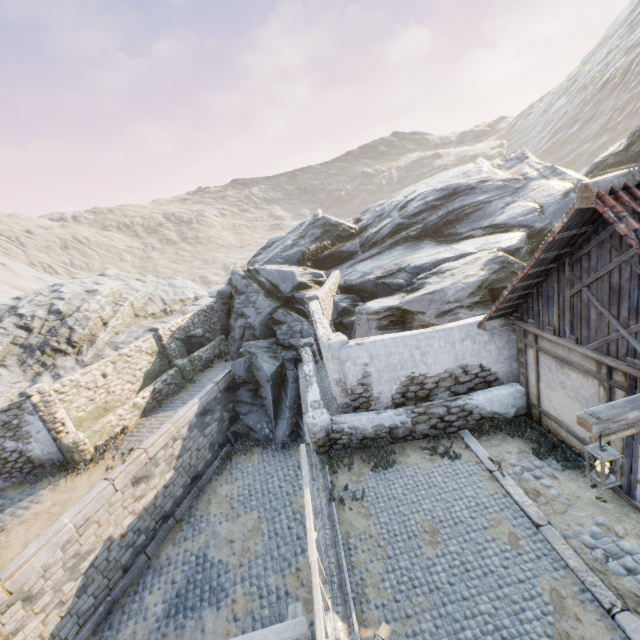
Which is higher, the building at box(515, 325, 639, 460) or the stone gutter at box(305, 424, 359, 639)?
the building at box(515, 325, 639, 460)

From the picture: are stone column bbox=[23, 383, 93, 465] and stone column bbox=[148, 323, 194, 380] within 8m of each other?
yes

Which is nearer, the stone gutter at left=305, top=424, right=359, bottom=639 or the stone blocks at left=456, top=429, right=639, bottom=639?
the stone blocks at left=456, top=429, right=639, bottom=639

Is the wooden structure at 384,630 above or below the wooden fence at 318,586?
above

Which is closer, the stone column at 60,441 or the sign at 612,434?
the sign at 612,434

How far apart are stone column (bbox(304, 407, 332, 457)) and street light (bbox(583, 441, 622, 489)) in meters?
5.7 m

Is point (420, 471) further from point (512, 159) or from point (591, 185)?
point (512, 159)

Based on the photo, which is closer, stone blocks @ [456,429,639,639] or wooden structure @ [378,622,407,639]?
wooden structure @ [378,622,407,639]
